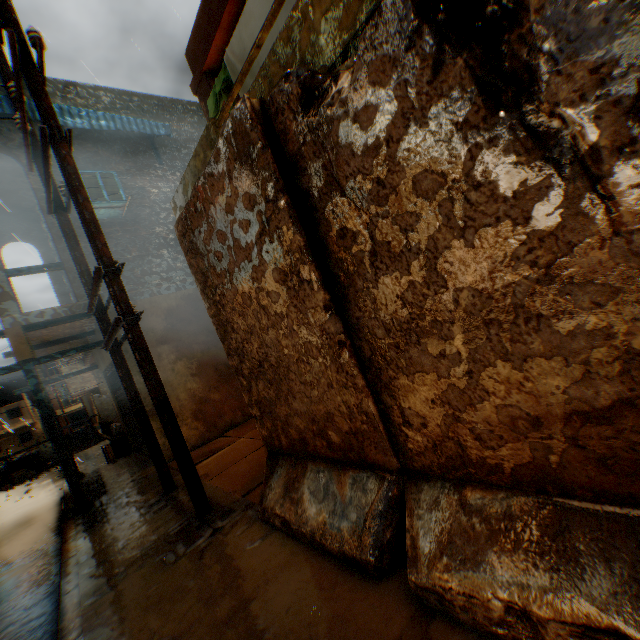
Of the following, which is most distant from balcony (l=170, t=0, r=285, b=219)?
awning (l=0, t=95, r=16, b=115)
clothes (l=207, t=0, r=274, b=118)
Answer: awning (l=0, t=95, r=16, b=115)

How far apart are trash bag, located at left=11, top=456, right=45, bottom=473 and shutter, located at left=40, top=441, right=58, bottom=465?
0.01m

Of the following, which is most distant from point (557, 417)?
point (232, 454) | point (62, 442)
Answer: point (62, 442)

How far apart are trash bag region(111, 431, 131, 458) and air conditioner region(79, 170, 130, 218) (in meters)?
6.89

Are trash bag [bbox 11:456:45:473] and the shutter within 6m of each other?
yes

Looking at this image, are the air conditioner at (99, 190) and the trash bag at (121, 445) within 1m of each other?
no

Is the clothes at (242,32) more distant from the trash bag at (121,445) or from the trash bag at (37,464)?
the trash bag at (37,464)

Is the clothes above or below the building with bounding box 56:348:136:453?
above
